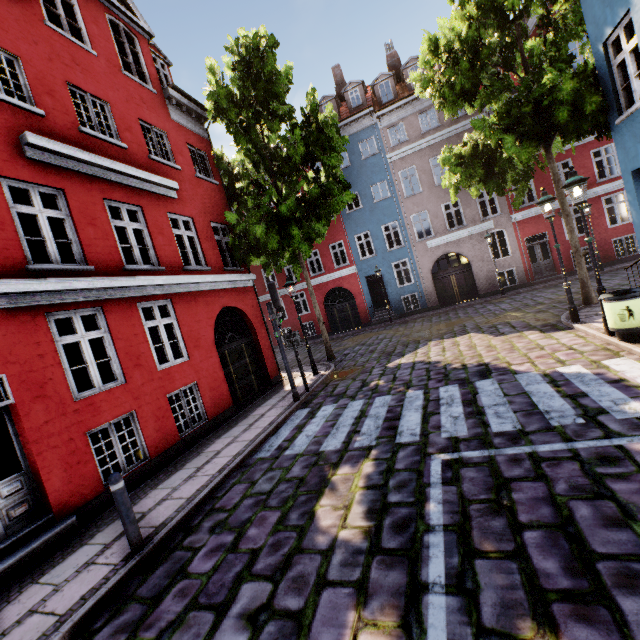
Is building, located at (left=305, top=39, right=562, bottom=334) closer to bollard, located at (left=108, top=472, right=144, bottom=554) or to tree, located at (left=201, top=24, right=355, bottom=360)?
tree, located at (left=201, top=24, right=355, bottom=360)

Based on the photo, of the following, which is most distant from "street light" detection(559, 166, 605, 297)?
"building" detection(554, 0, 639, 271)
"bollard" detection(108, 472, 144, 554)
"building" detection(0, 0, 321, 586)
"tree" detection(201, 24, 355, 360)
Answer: "bollard" detection(108, 472, 144, 554)

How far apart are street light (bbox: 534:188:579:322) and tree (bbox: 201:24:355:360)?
7.6m

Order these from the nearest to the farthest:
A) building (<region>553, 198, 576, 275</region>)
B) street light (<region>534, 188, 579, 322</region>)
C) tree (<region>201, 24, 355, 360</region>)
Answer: street light (<region>534, 188, 579, 322</region>) < tree (<region>201, 24, 355, 360</region>) < building (<region>553, 198, 576, 275</region>)

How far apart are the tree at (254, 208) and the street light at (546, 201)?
7.6 meters

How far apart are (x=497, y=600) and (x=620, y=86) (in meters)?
10.53
